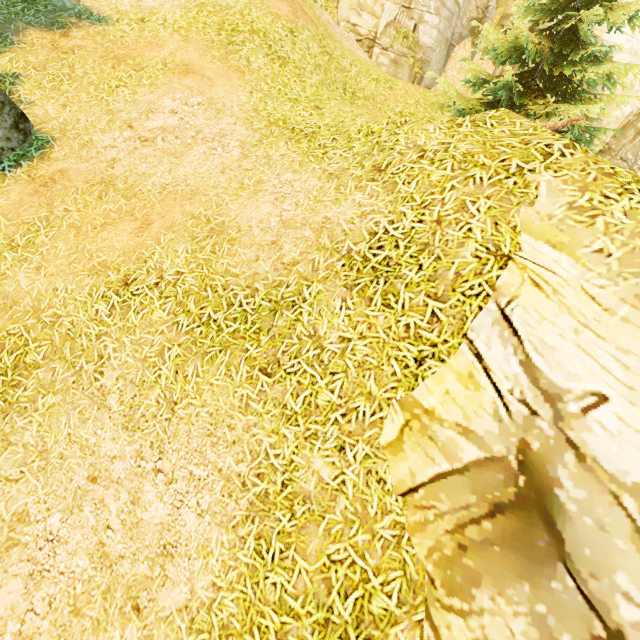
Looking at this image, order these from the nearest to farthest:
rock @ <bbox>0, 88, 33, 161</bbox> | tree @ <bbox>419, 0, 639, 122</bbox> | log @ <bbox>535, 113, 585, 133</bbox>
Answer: rock @ <bbox>0, 88, 33, 161</bbox> → log @ <bbox>535, 113, 585, 133</bbox> → tree @ <bbox>419, 0, 639, 122</bbox>

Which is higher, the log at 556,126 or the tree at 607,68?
the tree at 607,68

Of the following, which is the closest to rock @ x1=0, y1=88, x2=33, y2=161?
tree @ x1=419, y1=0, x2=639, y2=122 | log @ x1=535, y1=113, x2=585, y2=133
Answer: tree @ x1=419, y1=0, x2=639, y2=122

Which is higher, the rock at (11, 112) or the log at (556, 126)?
the log at (556, 126)

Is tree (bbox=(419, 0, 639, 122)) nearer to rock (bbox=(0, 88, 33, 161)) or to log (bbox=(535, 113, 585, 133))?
log (bbox=(535, 113, 585, 133))

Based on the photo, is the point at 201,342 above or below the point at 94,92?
below
